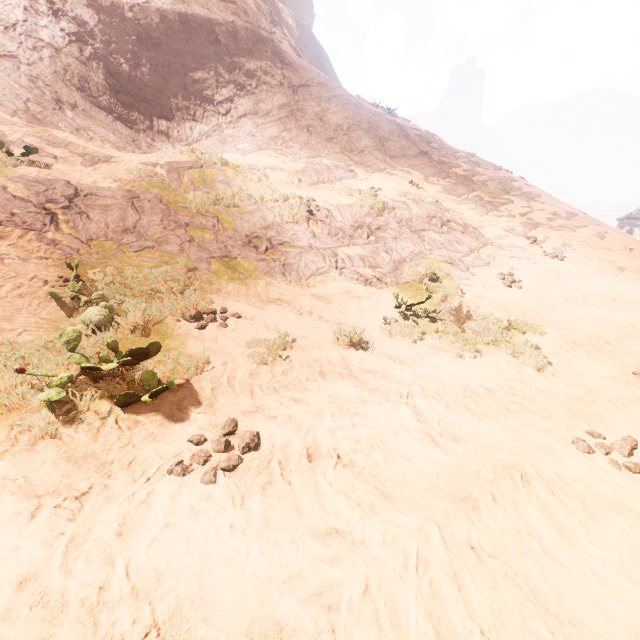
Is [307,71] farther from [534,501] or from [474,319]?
[534,501]

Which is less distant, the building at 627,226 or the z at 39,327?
the z at 39,327

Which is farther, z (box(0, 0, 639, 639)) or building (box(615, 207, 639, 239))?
building (box(615, 207, 639, 239))
